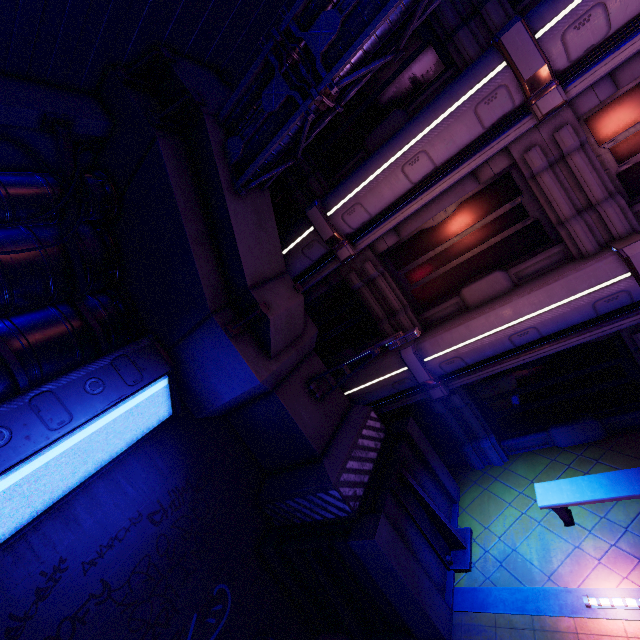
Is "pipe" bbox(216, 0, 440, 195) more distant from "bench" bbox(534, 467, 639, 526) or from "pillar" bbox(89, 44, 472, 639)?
"bench" bbox(534, 467, 639, 526)

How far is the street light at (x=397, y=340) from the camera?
6.6 meters

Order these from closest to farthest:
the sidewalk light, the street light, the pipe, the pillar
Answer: the pipe < the sidewalk light < the pillar < the street light

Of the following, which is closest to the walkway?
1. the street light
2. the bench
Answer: the street light

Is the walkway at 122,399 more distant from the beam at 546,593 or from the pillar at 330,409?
the beam at 546,593

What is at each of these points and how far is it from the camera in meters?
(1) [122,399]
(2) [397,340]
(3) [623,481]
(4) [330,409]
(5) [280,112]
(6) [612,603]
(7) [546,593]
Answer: (1) walkway, 6.7 m
(2) street light, 6.7 m
(3) bench, 6.5 m
(4) pillar, 8.4 m
(5) pipe, 5.8 m
(6) sidewalk light, 5.5 m
(7) beam, 6.3 m

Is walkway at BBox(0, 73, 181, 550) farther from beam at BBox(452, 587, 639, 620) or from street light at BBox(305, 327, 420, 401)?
beam at BBox(452, 587, 639, 620)

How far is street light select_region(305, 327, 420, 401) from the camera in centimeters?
658cm
